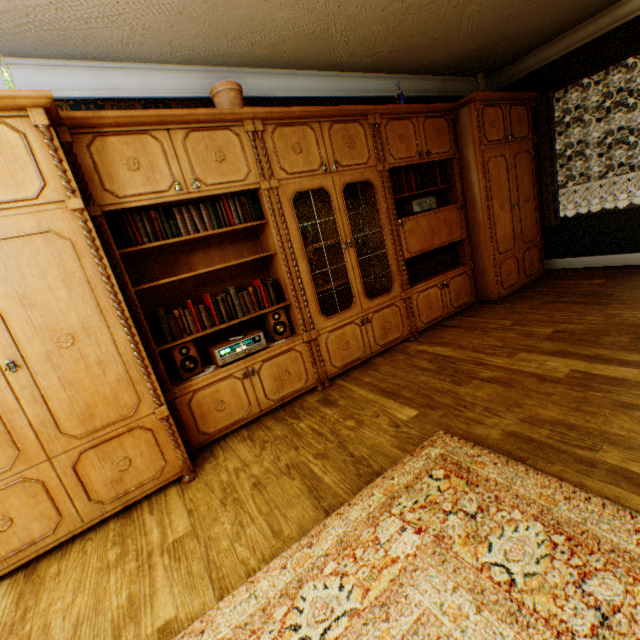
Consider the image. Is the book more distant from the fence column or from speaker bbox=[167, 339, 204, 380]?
the fence column

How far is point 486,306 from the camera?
4.42m

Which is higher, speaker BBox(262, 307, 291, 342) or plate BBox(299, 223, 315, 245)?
plate BBox(299, 223, 315, 245)

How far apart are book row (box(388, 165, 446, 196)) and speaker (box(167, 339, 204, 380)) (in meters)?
2.64

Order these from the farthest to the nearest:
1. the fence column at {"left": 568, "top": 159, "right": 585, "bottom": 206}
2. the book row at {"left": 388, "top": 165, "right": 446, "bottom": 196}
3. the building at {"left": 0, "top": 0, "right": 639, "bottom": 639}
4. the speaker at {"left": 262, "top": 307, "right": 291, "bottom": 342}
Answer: the fence column at {"left": 568, "top": 159, "right": 585, "bottom": 206} < the book row at {"left": 388, "top": 165, "right": 446, "bottom": 196} < the speaker at {"left": 262, "top": 307, "right": 291, "bottom": 342} < the building at {"left": 0, "top": 0, "right": 639, "bottom": 639}

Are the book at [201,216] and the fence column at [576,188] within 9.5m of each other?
no

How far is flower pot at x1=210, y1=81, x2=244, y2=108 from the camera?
2.72m

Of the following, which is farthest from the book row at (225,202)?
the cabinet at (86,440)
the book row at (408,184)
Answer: the book row at (408,184)
